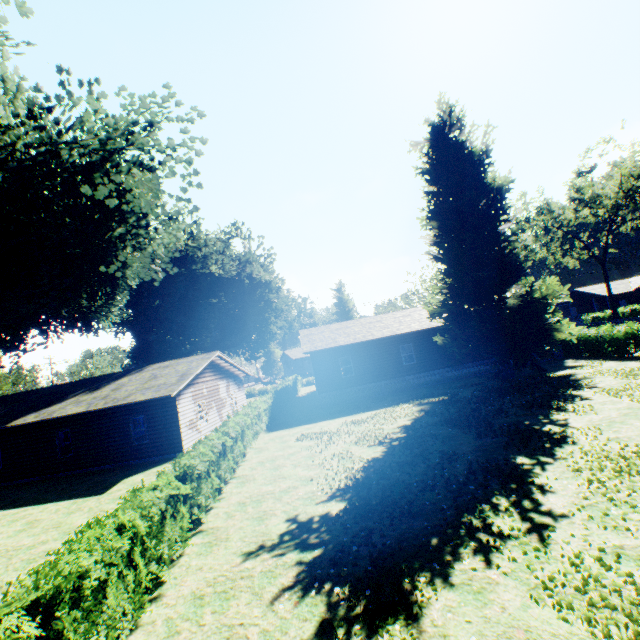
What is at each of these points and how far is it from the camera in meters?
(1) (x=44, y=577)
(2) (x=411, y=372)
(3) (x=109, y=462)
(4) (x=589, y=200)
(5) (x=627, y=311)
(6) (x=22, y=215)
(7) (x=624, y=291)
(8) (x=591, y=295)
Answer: (1) hedge, 4.4
(2) house, 25.4
(3) house, 18.8
(4) tree, 38.3
(5) hedge, 43.6
(6) plant, 13.6
(7) house, 51.2
(8) house, 54.0

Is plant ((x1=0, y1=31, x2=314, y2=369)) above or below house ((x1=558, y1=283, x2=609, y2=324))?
above

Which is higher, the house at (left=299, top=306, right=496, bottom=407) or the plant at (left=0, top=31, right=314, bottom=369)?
the plant at (left=0, top=31, right=314, bottom=369)

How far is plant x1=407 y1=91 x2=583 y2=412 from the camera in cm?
1970

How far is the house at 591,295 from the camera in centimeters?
5266cm

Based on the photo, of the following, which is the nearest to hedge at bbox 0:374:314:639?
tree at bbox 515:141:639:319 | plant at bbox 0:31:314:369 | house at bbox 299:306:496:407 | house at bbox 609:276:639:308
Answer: plant at bbox 0:31:314:369

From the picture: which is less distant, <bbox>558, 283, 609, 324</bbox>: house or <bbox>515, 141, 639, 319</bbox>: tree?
<bbox>515, 141, 639, 319</bbox>: tree

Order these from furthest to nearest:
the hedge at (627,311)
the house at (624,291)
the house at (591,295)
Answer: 1. the house at (591,295)
2. the house at (624,291)
3. the hedge at (627,311)
